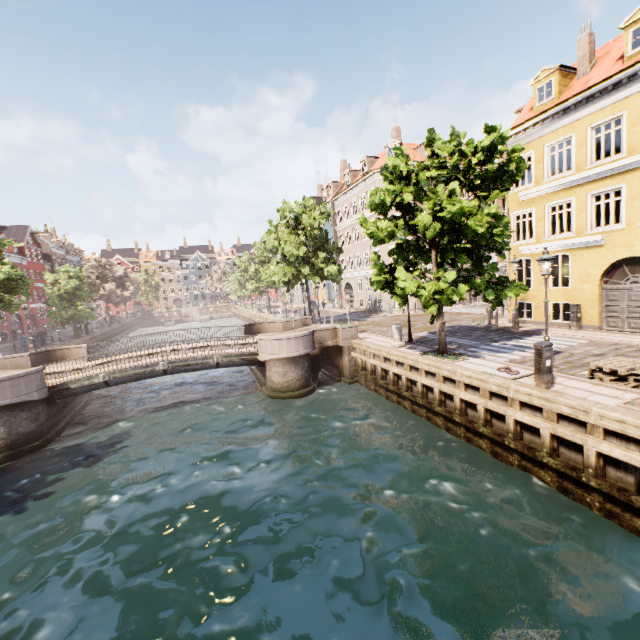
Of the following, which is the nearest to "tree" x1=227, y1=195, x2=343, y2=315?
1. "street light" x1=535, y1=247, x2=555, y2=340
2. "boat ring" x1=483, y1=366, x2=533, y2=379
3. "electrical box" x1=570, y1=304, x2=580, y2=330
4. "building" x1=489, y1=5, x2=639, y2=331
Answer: "street light" x1=535, y1=247, x2=555, y2=340

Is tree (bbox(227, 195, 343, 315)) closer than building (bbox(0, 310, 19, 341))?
Yes

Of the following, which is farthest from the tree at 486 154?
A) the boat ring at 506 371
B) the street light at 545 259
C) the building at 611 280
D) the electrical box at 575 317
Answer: the electrical box at 575 317

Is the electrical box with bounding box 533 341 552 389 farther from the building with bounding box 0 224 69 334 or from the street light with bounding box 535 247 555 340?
the building with bounding box 0 224 69 334

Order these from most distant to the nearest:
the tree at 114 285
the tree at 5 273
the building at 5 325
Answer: the building at 5 325 → the tree at 114 285 → the tree at 5 273

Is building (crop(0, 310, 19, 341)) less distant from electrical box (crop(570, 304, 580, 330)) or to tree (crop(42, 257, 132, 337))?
tree (crop(42, 257, 132, 337))

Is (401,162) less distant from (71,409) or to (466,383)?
(466,383)

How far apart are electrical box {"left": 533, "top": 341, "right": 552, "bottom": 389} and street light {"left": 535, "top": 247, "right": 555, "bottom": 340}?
1.4m
